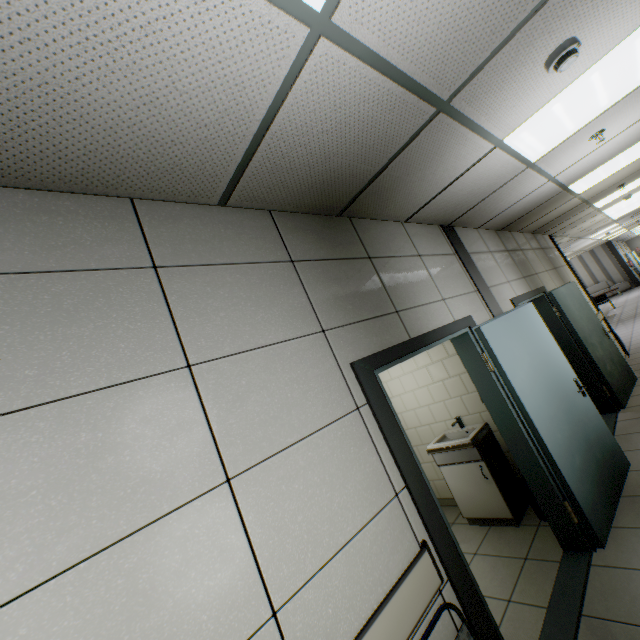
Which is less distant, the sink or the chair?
the chair

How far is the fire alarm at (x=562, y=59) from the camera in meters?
1.8

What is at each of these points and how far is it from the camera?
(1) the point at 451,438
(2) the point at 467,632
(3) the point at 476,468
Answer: (1) sink, 4.1m
(2) chair, 1.5m
(3) cabinet, 3.6m

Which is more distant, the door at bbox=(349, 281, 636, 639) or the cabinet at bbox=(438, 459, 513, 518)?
the cabinet at bbox=(438, 459, 513, 518)

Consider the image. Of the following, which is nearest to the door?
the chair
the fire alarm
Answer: the chair

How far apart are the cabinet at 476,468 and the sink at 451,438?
0.0 meters

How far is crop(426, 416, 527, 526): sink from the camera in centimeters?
348cm

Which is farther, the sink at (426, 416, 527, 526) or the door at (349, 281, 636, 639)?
the sink at (426, 416, 527, 526)
